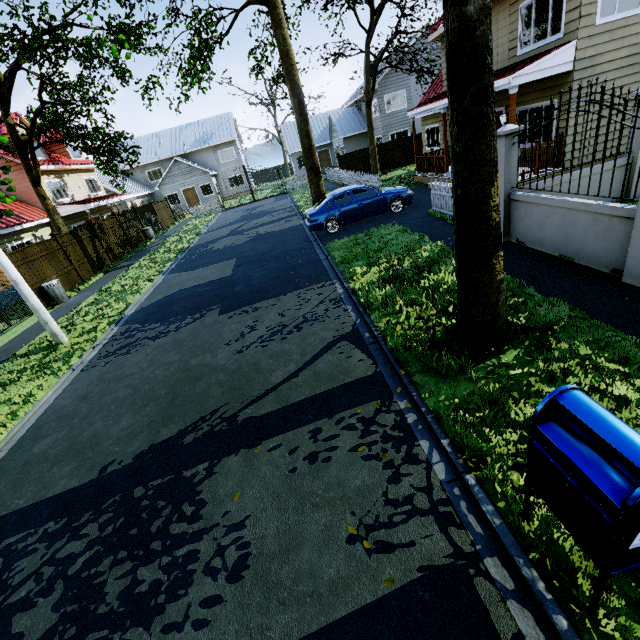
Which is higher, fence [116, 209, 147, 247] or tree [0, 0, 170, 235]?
tree [0, 0, 170, 235]

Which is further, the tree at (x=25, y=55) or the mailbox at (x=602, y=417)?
the tree at (x=25, y=55)

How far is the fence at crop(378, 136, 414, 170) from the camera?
25.48m

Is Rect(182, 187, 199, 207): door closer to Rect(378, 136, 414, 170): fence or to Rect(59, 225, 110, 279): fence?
Rect(378, 136, 414, 170): fence

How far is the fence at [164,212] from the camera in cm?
2880

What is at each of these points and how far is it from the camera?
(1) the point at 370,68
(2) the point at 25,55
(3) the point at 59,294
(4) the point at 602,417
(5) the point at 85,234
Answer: (1) tree, 21.23m
(2) tree, 16.31m
(3) trash can, 13.64m
(4) mailbox, 1.85m
(5) fence, 17.56m

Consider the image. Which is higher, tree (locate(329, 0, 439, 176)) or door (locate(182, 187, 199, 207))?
tree (locate(329, 0, 439, 176))

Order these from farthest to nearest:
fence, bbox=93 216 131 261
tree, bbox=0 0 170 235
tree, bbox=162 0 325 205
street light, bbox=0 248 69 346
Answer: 1. fence, bbox=93 216 131 261
2. tree, bbox=162 0 325 205
3. tree, bbox=0 0 170 235
4. street light, bbox=0 248 69 346
